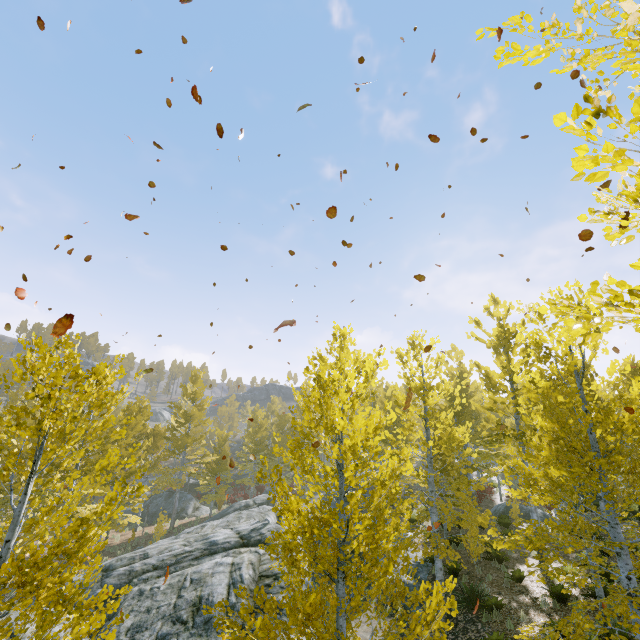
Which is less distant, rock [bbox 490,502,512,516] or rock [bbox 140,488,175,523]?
rock [bbox 490,502,512,516]

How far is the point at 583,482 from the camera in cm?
3175

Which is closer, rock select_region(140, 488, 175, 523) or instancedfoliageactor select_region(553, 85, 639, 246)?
instancedfoliageactor select_region(553, 85, 639, 246)

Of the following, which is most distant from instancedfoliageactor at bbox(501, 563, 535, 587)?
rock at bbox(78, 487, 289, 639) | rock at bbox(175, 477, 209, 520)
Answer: rock at bbox(175, 477, 209, 520)

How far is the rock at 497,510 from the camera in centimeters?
2189cm

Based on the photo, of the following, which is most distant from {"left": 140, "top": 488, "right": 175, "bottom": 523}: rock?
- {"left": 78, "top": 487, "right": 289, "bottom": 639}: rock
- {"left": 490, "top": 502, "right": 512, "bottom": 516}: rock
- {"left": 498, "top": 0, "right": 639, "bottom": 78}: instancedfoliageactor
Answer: {"left": 490, "top": 502, "right": 512, "bottom": 516}: rock

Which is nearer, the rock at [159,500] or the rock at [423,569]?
the rock at [423,569]

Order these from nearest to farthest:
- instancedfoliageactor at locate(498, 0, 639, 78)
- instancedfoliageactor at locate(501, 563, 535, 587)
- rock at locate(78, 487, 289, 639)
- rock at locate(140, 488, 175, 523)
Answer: instancedfoliageactor at locate(498, 0, 639, 78) → instancedfoliageactor at locate(501, 563, 535, 587) → rock at locate(78, 487, 289, 639) → rock at locate(140, 488, 175, 523)
